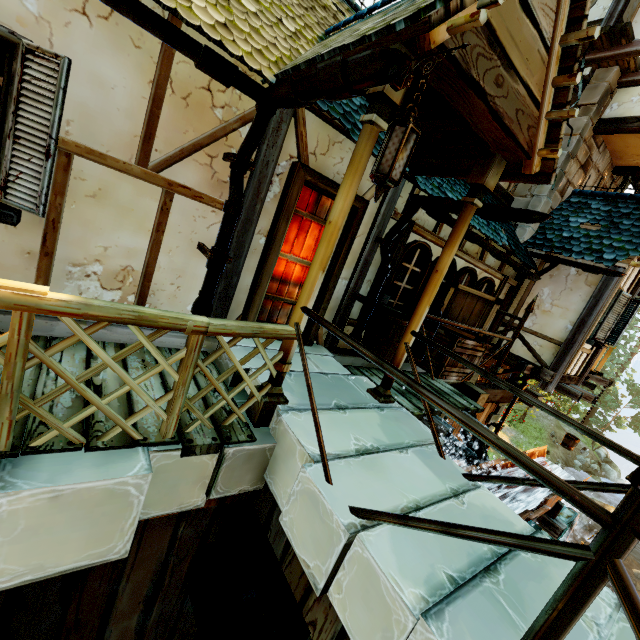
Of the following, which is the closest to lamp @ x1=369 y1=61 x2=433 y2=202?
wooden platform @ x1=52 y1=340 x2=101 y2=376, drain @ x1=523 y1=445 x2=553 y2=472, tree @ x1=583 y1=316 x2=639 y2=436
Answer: wooden platform @ x1=52 y1=340 x2=101 y2=376

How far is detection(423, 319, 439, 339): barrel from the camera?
5.13m

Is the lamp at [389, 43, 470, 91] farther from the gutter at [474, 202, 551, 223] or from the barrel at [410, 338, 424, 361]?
the barrel at [410, 338, 424, 361]

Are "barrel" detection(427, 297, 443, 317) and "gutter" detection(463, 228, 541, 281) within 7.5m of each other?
yes

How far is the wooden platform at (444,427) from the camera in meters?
4.8

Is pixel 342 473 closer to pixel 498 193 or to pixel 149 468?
pixel 149 468

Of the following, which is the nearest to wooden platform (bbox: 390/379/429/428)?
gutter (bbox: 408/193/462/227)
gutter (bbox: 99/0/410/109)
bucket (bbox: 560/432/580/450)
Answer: gutter (bbox: 408/193/462/227)

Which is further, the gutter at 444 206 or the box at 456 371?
the box at 456 371
